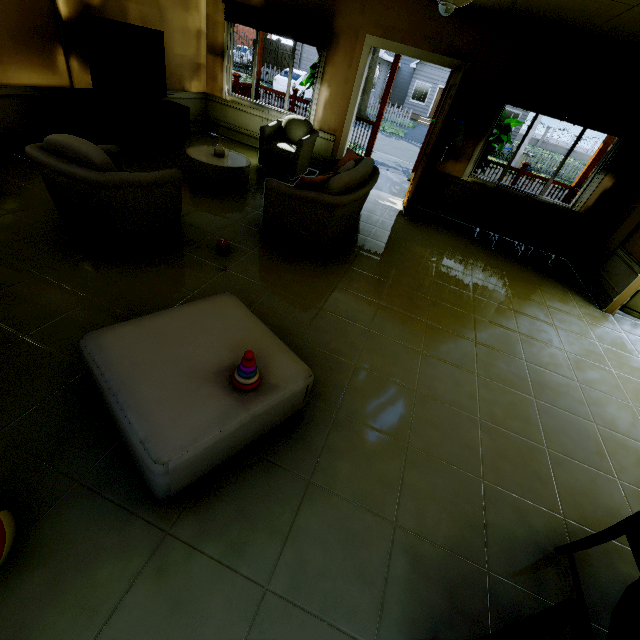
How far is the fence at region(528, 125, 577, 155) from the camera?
35.69m

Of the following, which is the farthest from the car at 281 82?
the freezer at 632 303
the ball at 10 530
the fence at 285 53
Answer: the ball at 10 530

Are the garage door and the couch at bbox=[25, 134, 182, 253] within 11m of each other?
no

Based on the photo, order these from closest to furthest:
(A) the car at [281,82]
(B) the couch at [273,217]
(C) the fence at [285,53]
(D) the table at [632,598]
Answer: (D) the table at [632,598] → (B) the couch at [273,217] → (A) the car at [281,82] → (C) the fence at [285,53]

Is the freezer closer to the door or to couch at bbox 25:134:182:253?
the door

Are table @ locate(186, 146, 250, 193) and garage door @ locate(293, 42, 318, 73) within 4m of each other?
no

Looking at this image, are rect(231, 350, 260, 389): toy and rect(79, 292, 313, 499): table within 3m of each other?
yes

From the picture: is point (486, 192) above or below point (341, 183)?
below
